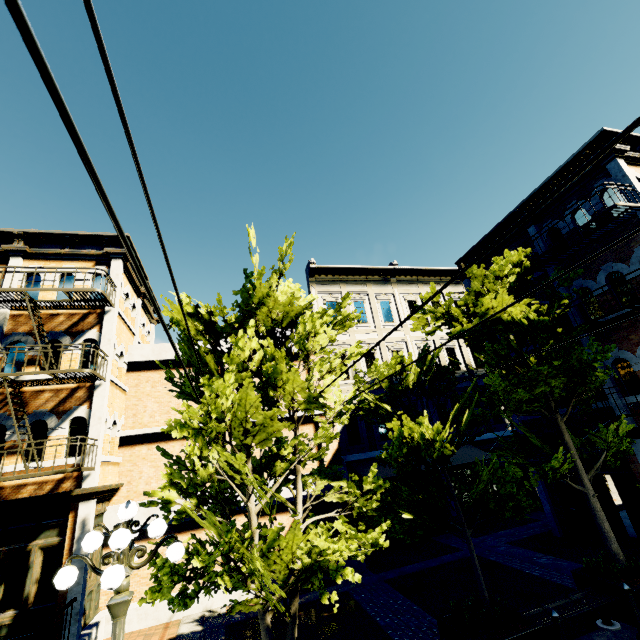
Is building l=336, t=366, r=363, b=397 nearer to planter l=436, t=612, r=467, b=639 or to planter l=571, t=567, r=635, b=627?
planter l=571, t=567, r=635, b=627

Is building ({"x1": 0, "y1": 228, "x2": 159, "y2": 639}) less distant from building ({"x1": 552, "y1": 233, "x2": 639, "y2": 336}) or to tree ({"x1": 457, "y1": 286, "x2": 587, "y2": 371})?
tree ({"x1": 457, "y1": 286, "x2": 587, "y2": 371})

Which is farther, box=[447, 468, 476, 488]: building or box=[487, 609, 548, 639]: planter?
box=[447, 468, 476, 488]: building

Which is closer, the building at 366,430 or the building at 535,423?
the building at 535,423

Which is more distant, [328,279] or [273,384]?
[328,279]

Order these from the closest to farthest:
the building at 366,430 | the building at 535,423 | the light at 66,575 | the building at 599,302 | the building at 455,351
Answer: the light at 66,575 < the building at 599,302 < the building at 535,423 < the building at 366,430 < the building at 455,351

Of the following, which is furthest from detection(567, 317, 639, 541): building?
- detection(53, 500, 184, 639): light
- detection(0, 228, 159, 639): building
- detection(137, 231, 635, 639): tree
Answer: detection(53, 500, 184, 639): light
